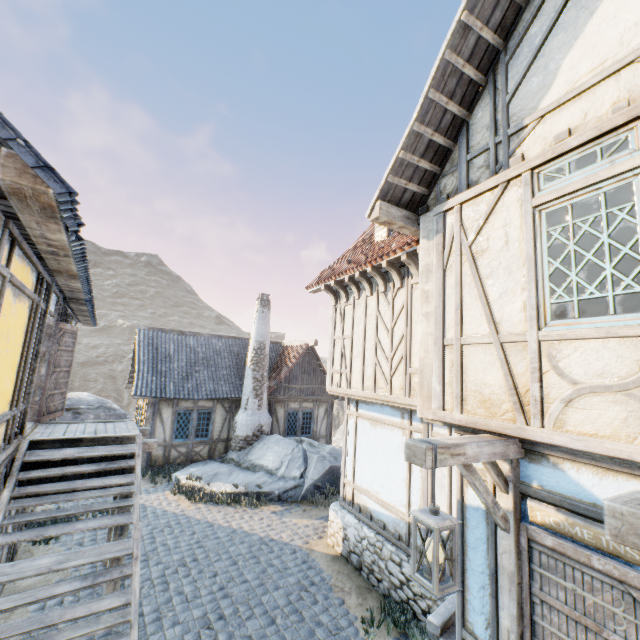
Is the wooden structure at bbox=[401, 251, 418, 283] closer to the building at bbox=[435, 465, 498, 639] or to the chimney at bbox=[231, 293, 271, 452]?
the building at bbox=[435, 465, 498, 639]

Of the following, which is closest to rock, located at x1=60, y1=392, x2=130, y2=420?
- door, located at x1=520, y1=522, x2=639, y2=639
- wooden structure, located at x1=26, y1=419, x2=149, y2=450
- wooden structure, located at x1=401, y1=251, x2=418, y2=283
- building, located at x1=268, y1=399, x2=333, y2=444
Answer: building, located at x1=268, y1=399, x2=333, y2=444

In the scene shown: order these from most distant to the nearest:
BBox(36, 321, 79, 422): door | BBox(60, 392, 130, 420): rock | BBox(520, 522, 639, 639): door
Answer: BBox(60, 392, 130, 420): rock, BBox(36, 321, 79, 422): door, BBox(520, 522, 639, 639): door

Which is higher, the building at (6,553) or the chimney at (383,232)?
the chimney at (383,232)

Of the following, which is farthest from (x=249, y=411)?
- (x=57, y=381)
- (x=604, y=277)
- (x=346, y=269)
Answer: (x=604, y=277)

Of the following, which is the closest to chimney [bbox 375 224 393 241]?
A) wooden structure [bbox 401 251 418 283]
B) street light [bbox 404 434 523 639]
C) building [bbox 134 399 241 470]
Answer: wooden structure [bbox 401 251 418 283]

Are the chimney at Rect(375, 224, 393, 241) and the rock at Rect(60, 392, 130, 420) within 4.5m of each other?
no

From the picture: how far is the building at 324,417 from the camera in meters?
15.9 m
